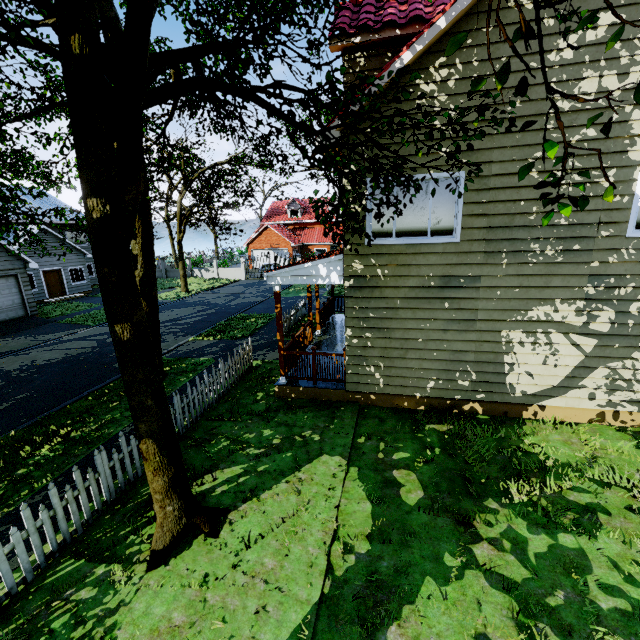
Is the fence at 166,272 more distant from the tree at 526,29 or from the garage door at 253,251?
the garage door at 253,251

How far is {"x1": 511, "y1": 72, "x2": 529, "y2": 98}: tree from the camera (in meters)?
1.59

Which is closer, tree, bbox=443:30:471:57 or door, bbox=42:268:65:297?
tree, bbox=443:30:471:57

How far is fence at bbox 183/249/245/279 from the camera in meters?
34.8 m

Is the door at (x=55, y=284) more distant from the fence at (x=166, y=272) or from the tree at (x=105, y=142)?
the fence at (x=166, y=272)

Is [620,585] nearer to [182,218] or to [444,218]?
[444,218]

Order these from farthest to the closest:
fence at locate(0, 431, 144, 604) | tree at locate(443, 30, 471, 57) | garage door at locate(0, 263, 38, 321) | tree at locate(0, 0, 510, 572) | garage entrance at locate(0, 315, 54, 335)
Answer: garage door at locate(0, 263, 38, 321) < garage entrance at locate(0, 315, 54, 335) < fence at locate(0, 431, 144, 604) < tree at locate(0, 0, 510, 572) < tree at locate(443, 30, 471, 57)
